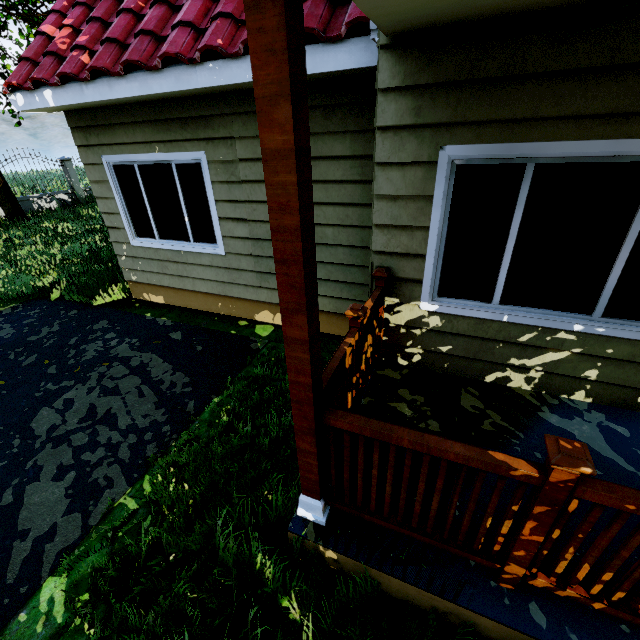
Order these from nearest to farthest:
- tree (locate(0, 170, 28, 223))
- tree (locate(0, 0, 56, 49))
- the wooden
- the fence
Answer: the wooden, tree (locate(0, 0, 56, 49)), tree (locate(0, 170, 28, 223)), the fence

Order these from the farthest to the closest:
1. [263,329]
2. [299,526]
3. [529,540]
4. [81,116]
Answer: [263,329], [81,116], [299,526], [529,540]

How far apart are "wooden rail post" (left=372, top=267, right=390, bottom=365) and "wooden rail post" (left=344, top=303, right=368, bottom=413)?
0.7m

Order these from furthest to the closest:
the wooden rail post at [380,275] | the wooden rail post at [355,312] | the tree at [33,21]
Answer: the tree at [33,21] < the wooden rail post at [380,275] < the wooden rail post at [355,312]

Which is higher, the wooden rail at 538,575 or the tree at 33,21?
the tree at 33,21

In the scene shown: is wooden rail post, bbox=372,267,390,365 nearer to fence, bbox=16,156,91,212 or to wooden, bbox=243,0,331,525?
wooden, bbox=243,0,331,525

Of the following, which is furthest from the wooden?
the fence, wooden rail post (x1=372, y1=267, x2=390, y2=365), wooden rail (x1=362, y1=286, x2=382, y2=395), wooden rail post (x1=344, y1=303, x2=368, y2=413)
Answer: the fence

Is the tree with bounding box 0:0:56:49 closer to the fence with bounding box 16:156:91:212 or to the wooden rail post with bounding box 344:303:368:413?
the fence with bounding box 16:156:91:212
